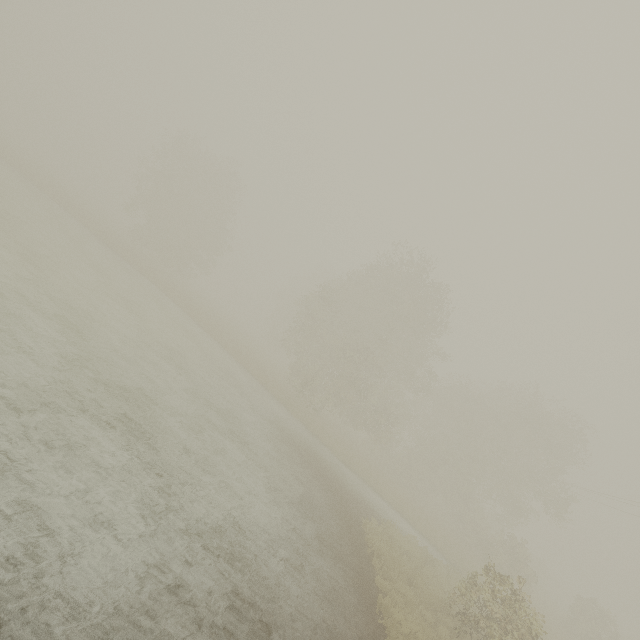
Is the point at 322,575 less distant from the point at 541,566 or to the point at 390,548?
the point at 390,548
